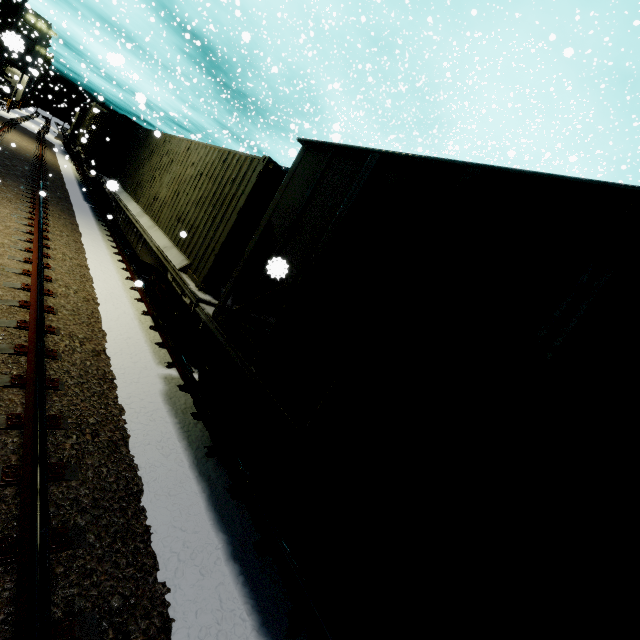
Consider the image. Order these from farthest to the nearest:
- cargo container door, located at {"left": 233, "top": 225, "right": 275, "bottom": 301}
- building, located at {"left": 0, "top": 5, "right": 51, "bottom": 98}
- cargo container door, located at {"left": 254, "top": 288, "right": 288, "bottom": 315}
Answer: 1. cargo container door, located at {"left": 254, "top": 288, "right": 288, "bottom": 315}
2. cargo container door, located at {"left": 233, "top": 225, "right": 275, "bottom": 301}
3. building, located at {"left": 0, "top": 5, "right": 51, "bottom": 98}

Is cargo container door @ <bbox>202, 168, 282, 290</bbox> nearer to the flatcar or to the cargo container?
the cargo container

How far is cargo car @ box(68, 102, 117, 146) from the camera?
23.8m

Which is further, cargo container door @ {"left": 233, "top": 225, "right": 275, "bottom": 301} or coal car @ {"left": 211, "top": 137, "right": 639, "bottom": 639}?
cargo container door @ {"left": 233, "top": 225, "right": 275, "bottom": 301}

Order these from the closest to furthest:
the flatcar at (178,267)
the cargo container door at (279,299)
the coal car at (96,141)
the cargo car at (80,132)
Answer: the flatcar at (178,267) → the cargo container door at (279,299) → the coal car at (96,141) → the cargo car at (80,132)

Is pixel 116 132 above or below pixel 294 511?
above

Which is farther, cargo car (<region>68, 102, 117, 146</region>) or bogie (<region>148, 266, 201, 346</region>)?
cargo car (<region>68, 102, 117, 146</region>)

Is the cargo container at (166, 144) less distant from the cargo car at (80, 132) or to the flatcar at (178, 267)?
A: the flatcar at (178, 267)
